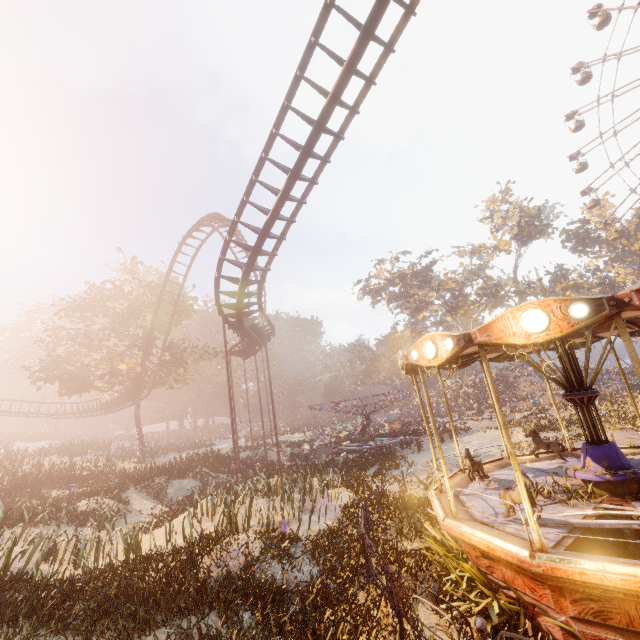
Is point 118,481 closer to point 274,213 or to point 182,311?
point 182,311

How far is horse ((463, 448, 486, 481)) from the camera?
8.8m

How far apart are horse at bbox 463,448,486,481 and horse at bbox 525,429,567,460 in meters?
1.9 m

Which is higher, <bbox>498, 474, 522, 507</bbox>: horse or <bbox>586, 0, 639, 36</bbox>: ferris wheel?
<bbox>586, 0, 639, 36</bbox>: ferris wheel

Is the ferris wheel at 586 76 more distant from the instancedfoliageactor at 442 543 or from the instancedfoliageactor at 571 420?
the instancedfoliageactor at 442 543

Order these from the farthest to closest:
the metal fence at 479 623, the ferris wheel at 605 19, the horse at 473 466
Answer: the ferris wheel at 605 19
the horse at 473 466
the metal fence at 479 623

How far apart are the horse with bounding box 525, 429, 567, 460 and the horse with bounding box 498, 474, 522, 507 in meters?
4.3

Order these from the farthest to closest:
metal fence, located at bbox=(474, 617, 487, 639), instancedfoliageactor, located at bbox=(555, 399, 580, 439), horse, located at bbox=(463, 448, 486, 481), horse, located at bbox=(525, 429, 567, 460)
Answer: instancedfoliageactor, located at bbox=(555, 399, 580, 439) → horse, located at bbox=(525, 429, 567, 460) → horse, located at bbox=(463, 448, 486, 481) → metal fence, located at bbox=(474, 617, 487, 639)
